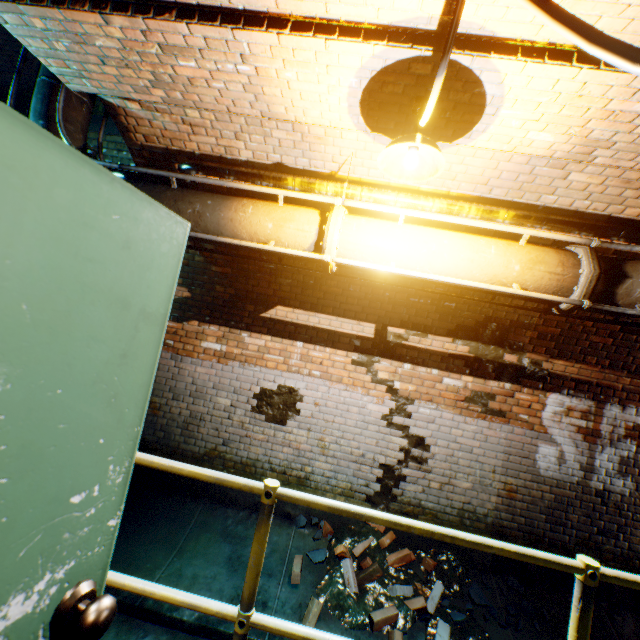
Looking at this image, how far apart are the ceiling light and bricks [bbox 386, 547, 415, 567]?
4.00m

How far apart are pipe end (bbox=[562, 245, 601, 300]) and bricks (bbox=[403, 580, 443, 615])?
3.21m

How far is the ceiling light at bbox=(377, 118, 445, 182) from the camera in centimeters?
212cm

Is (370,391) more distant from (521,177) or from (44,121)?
(44,121)

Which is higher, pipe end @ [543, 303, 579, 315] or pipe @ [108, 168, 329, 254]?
pipe @ [108, 168, 329, 254]

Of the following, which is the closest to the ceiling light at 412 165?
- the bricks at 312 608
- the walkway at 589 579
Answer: the walkway at 589 579

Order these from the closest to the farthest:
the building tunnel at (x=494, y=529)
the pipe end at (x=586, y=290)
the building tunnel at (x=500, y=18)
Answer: the building tunnel at (x=500, y=18) < the pipe end at (x=586, y=290) < the building tunnel at (x=494, y=529)

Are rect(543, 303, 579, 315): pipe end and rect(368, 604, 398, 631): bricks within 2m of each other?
no
